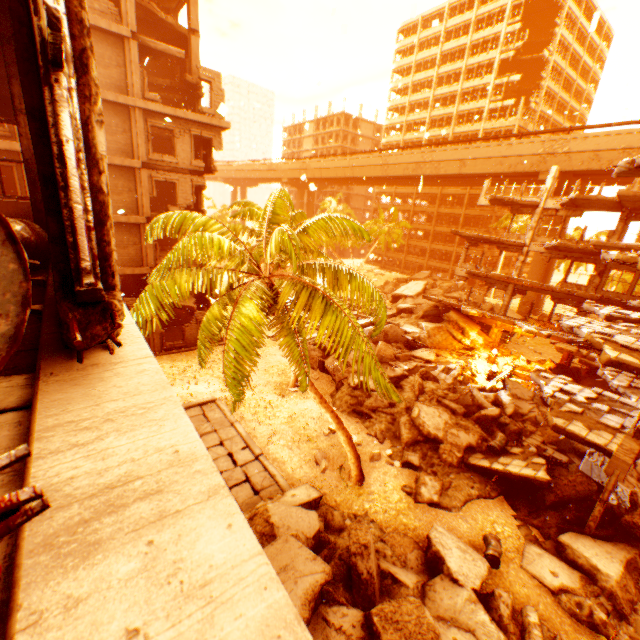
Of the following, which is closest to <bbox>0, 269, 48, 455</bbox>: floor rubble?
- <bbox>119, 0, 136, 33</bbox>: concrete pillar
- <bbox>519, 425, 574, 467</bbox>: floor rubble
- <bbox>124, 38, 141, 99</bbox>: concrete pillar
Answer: <bbox>519, 425, 574, 467</bbox>: floor rubble

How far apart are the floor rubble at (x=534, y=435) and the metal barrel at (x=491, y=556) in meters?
5.2 m

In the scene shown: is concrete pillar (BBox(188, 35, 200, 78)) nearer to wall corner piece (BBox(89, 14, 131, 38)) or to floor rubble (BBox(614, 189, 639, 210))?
wall corner piece (BBox(89, 14, 131, 38))

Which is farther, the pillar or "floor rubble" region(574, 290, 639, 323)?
"floor rubble" region(574, 290, 639, 323)

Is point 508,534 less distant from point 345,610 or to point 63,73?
point 345,610

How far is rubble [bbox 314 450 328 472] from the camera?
13.5 meters

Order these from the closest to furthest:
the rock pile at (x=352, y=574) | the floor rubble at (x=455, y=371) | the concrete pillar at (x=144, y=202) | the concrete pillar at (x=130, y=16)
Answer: the rock pile at (x=352, y=574)
the concrete pillar at (x=130, y=16)
the concrete pillar at (x=144, y=202)
the floor rubble at (x=455, y=371)

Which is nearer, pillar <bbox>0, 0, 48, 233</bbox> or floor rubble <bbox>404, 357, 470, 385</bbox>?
pillar <bbox>0, 0, 48, 233</bbox>
